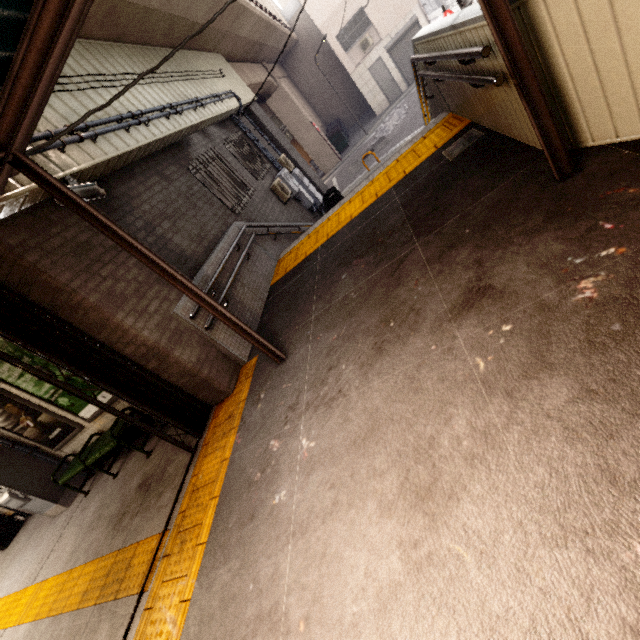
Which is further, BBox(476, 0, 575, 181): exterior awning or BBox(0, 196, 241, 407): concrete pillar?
BBox(0, 196, 241, 407): concrete pillar

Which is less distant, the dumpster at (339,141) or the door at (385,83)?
the door at (385,83)

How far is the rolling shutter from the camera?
19.0 meters

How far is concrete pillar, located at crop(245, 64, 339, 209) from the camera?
11.93m

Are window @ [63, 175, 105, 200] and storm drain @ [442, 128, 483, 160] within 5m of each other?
yes

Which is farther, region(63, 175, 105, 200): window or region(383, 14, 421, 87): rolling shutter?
region(383, 14, 421, 87): rolling shutter

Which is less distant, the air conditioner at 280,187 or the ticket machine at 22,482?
the ticket machine at 22,482

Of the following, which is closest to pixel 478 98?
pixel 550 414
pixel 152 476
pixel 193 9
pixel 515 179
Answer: pixel 515 179
